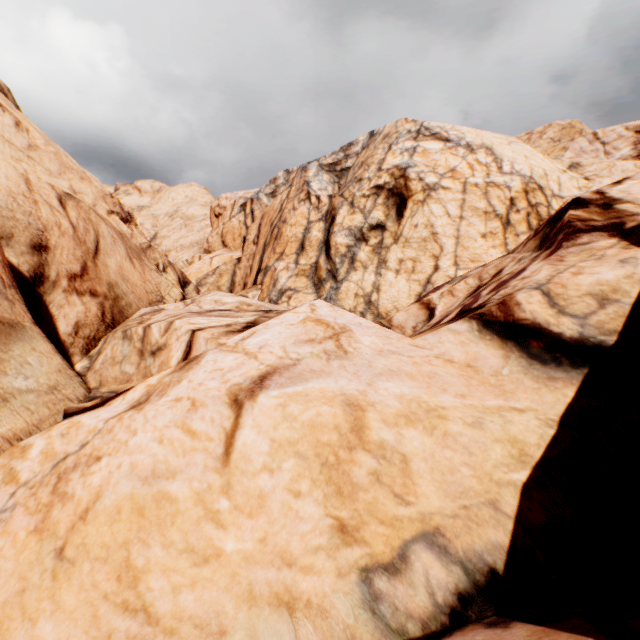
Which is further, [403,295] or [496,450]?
[403,295]
